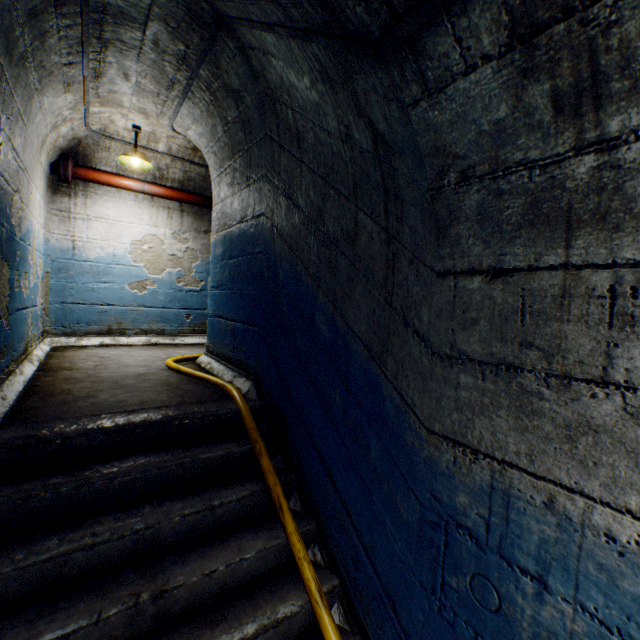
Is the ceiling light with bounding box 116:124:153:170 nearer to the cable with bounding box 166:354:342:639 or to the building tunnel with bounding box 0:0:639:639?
the building tunnel with bounding box 0:0:639:639

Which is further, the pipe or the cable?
the pipe

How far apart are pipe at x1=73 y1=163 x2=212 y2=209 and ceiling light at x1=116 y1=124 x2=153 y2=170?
0.3m

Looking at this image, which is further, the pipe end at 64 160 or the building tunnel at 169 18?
the pipe end at 64 160

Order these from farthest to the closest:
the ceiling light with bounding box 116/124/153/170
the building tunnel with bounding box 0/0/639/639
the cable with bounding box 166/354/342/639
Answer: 1. the ceiling light with bounding box 116/124/153/170
2. the cable with bounding box 166/354/342/639
3. the building tunnel with bounding box 0/0/639/639

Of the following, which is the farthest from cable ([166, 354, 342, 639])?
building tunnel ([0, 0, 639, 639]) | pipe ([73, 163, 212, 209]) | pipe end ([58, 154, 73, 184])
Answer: pipe end ([58, 154, 73, 184])

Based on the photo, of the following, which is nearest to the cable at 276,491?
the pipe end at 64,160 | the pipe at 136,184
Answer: the pipe at 136,184

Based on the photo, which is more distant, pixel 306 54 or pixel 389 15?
pixel 306 54
